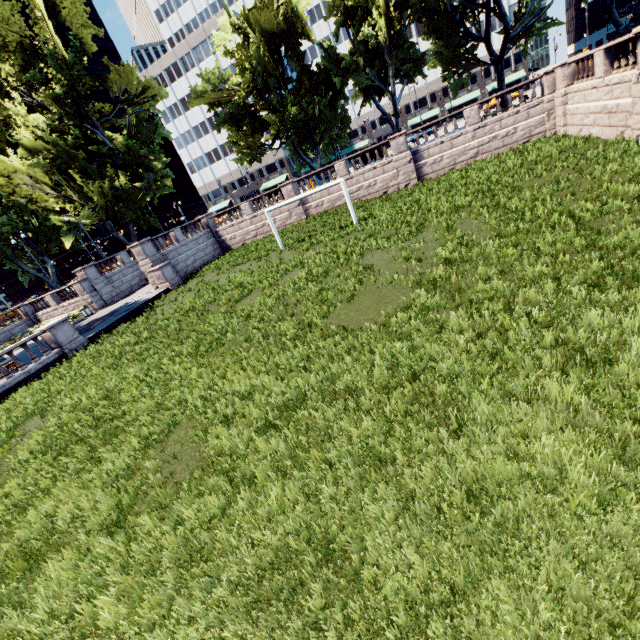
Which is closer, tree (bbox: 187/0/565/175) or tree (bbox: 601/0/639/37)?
tree (bbox: 601/0/639/37)

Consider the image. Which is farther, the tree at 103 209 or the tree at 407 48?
the tree at 103 209

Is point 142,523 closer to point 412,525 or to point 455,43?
point 412,525

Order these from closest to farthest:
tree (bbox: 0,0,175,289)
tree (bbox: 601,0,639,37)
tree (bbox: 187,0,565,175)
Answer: tree (bbox: 601,0,639,37)
tree (bbox: 187,0,565,175)
tree (bbox: 0,0,175,289)

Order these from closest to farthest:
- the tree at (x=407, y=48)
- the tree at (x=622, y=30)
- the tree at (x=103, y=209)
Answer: the tree at (x=622, y=30), the tree at (x=407, y=48), the tree at (x=103, y=209)

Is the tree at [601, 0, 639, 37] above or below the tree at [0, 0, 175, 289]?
below
